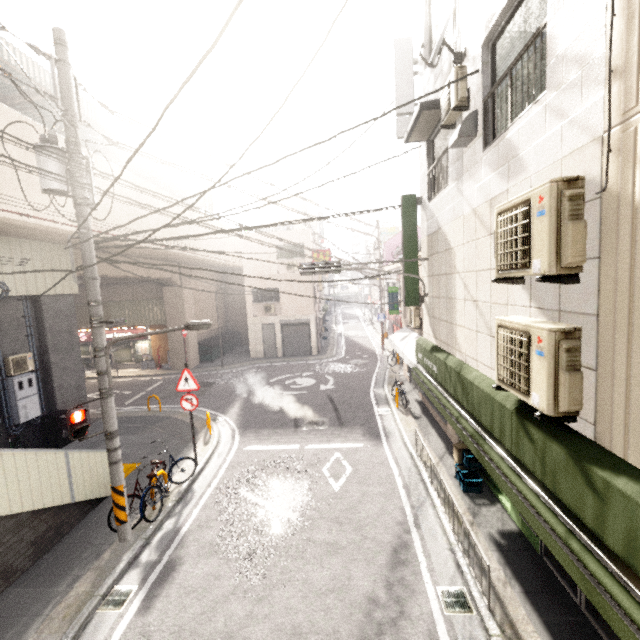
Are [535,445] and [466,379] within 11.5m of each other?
yes

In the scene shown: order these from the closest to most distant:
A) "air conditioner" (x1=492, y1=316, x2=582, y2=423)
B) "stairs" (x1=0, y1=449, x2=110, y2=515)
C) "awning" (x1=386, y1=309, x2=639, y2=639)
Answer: "awning" (x1=386, y1=309, x2=639, y2=639) → "air conditioner" (x1=492, y1=316, x2=582, y2=423) → "stairs" (x1=0, y1=449, x2=110, y2=515)

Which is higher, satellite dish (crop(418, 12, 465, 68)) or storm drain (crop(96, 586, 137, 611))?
satellite dish (crop(418, 12, 465, 68))

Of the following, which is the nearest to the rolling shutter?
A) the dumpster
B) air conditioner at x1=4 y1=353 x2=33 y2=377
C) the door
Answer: the door

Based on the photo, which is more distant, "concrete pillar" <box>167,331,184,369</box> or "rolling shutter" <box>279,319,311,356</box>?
"rolling shutter" <box>279,319,311,356</box>

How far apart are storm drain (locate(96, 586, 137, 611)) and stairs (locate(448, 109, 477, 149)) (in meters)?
9.16

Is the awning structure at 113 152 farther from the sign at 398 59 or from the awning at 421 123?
the awning at 421 123

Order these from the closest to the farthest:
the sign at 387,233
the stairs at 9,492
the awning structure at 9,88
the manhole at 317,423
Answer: the stairs at 9,492
the manhole at 317,423
the awning structure at 9,88
the sign at 387,233
